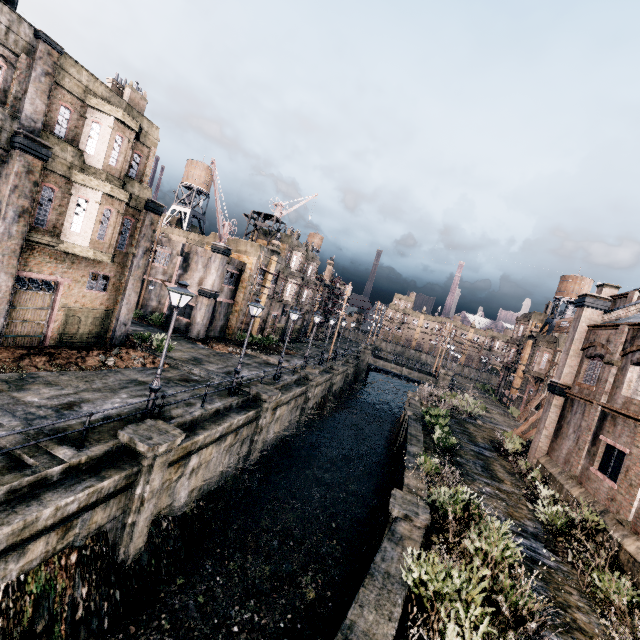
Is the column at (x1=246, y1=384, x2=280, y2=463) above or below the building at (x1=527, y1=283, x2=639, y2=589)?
below

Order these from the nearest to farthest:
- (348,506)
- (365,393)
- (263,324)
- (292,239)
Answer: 1. (348,506)
2. (263,324)
3. (292,239)
4. (365,393)

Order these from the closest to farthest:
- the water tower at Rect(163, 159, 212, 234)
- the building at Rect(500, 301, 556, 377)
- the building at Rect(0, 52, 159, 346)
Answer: the building at Rect(0, 52, 159, 346) → the building at Rect(500, 301, 556, 377) → the water tower at Rect(163, 159, 212, 234)

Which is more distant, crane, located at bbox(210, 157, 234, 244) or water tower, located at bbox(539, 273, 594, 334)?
water tower, located at bbox(539, 273, 594, 334)

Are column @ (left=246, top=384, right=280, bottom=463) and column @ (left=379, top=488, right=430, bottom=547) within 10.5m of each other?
yes

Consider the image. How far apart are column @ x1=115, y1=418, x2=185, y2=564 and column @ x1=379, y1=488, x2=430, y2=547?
8.2m

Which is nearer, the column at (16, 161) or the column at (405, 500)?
the column at (405, 500)

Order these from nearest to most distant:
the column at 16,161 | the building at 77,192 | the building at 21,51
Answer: the building at 21,51
the column at 16,161
the building at 77,192
